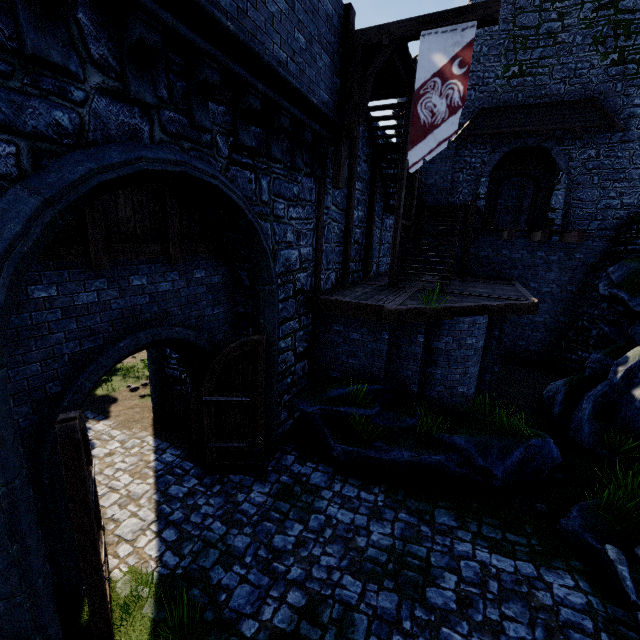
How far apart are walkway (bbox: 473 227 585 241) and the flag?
7.52m

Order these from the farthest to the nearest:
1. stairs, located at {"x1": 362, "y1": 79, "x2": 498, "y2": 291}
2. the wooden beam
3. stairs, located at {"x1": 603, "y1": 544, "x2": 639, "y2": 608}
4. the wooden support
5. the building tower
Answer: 1. the building tower
2. stairs, located at {"x1": 362, "y1": 79, "x2": 498, "y2": 291}
3. the wooden support
4. the wooden beam
5. stairs, located at {"x1": 603, "y1": 544, "x2": 639, "y2": 608}

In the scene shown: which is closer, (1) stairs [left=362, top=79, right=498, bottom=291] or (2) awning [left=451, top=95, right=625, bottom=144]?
(1) stairs [left=362, top=79, right=498, bottom=291]

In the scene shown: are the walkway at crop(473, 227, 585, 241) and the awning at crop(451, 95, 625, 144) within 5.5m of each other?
yes

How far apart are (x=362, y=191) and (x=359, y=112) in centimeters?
412cm

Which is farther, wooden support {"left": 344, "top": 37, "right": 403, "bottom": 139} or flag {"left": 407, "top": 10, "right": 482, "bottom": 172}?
wooden support {"left": 344, "top": 37, "right": 403, "bottom": 139}

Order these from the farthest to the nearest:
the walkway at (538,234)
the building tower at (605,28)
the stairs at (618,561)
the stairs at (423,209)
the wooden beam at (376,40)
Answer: the building tower at (605,28) → the walkway at (538,234) → the stairs at (423,209) → the wooden beam at (376,40) → the stairs at (618,561)

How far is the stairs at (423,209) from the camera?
9.67m
